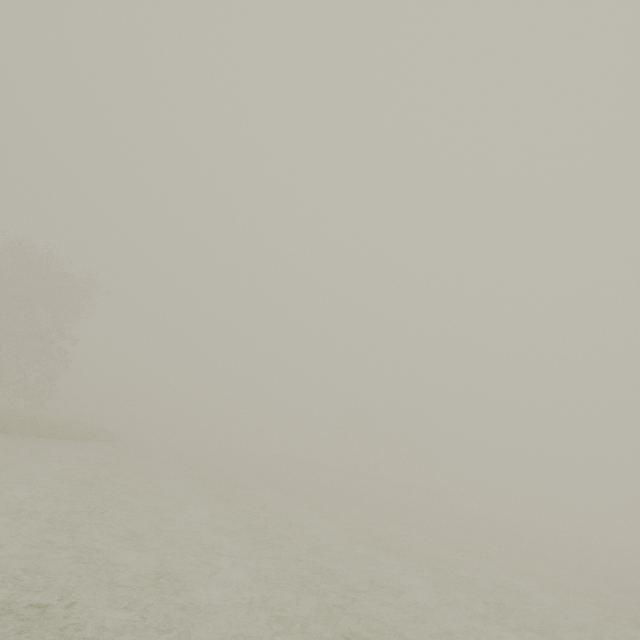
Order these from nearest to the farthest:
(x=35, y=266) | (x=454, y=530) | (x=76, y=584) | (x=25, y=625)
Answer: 1. (x=25, y=625)
2. (x=76, y=584)
3. (x=454, y=530)
4. (x=35, y=266)
